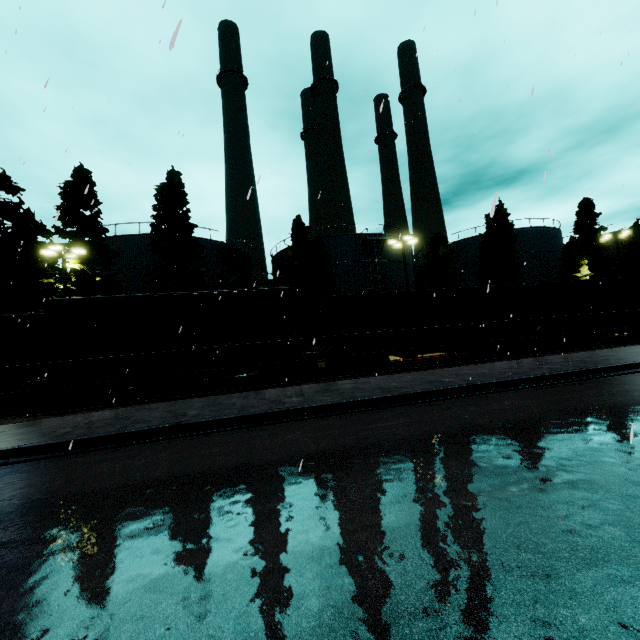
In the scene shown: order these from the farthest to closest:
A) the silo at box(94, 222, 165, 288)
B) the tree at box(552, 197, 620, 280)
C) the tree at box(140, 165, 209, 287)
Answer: the tree at box(552, 197, 620, 280) < the silo at box(94, 222, 165, 288) < the tree at box(140, 165, 209, 287)

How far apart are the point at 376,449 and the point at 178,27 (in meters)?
6.06

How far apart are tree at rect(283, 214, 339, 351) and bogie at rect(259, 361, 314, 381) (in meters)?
13.83

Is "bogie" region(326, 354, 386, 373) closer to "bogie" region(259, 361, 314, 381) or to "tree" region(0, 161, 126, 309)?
"bogie" region(259, 361, 314, 381)

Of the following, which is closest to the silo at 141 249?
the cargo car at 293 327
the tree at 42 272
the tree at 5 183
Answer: the tree at 5 183

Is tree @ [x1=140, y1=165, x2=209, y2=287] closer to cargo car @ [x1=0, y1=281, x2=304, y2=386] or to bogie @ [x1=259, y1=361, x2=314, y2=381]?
cargo car @ [x1=0, y1=281, x2=304, y2=386]

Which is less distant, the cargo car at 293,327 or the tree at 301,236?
the cargo car at 293,327

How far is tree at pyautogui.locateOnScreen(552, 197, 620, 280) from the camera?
32.7m
